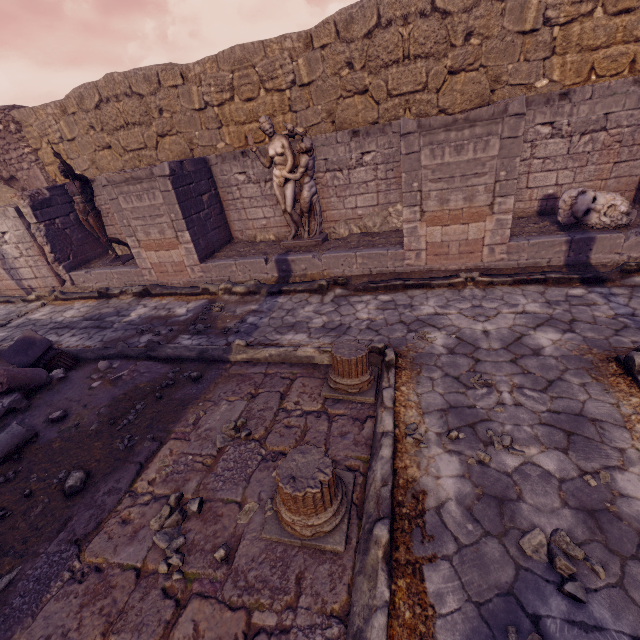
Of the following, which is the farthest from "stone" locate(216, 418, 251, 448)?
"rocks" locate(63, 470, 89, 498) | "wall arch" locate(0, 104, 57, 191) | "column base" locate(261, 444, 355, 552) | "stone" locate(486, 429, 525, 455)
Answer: "wall arch" locate(0, 104, 57, 191)

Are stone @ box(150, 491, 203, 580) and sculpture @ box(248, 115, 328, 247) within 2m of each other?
no

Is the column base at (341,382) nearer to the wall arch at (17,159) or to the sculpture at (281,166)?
the sculpture at (281,166)

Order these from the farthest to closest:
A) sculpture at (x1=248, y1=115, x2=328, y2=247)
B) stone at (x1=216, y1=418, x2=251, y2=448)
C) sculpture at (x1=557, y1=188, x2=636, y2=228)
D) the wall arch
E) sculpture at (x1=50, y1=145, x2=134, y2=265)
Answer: the wall arch
sculpture at (x1=50, y1=145, x2=134, y2=265)
sculpture at (x1=248, y1=115, x2=328, y2=247)
sculpture at (x1=557, y1=188, x2=636, y2=228)
stone at (x1=216, y1=418, x2=251, y2=448)

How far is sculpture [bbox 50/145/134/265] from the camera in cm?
797

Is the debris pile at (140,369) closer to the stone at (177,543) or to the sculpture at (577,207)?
the stone at (177,543)

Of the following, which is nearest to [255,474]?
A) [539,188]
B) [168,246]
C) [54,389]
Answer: [54,389]

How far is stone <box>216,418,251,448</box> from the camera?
3.48m
